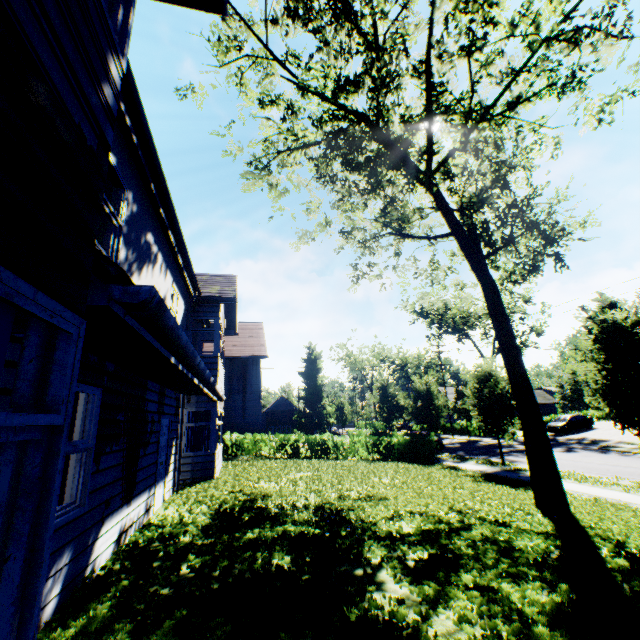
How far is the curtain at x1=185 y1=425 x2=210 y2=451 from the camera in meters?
11.6 m

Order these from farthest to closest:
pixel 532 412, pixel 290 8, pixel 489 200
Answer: pixel 489 200
pixel 290 8
pixel 532 412

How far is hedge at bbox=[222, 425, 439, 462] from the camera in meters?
20.1 m

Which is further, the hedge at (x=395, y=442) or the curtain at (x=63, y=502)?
the hedge at (x=395, y=442)

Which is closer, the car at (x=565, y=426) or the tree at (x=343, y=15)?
the tree at (x=343, y=15)

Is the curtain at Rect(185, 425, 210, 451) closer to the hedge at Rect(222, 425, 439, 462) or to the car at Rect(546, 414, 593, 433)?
the hedge at Rect(222, 425, 439, 462)

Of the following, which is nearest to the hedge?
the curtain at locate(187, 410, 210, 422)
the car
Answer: the curtain at locate(187, 410, 210, 422)

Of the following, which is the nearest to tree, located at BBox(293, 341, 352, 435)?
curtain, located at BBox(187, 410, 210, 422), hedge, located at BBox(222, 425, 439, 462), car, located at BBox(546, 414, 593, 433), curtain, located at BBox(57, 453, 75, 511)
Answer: hedge, located at BBox(222, 425, 439, 462)
